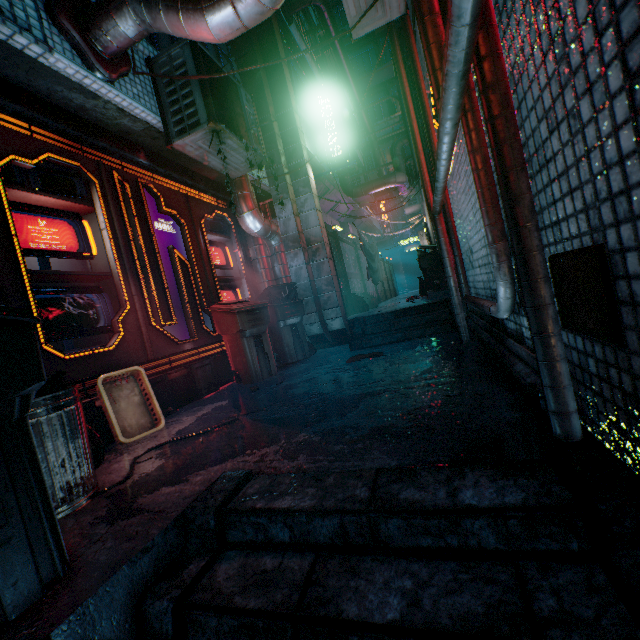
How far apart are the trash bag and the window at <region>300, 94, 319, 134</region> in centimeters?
394cm

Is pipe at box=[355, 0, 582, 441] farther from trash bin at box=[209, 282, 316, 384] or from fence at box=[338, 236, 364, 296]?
fence at box=[338, 236, 364, 296]

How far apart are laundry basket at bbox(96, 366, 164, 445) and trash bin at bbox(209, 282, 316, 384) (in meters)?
1.21

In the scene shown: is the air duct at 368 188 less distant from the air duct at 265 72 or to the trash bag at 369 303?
the trash bag at 369 303

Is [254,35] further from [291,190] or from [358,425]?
[358,425]

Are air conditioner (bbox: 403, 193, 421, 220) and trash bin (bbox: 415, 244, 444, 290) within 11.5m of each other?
yes

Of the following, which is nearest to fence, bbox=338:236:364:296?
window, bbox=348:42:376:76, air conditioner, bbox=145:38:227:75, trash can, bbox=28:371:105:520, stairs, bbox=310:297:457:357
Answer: stairs, bbox=310:297:457:357

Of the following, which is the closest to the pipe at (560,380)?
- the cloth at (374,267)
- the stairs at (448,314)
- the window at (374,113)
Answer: the stairs at (448,314)
